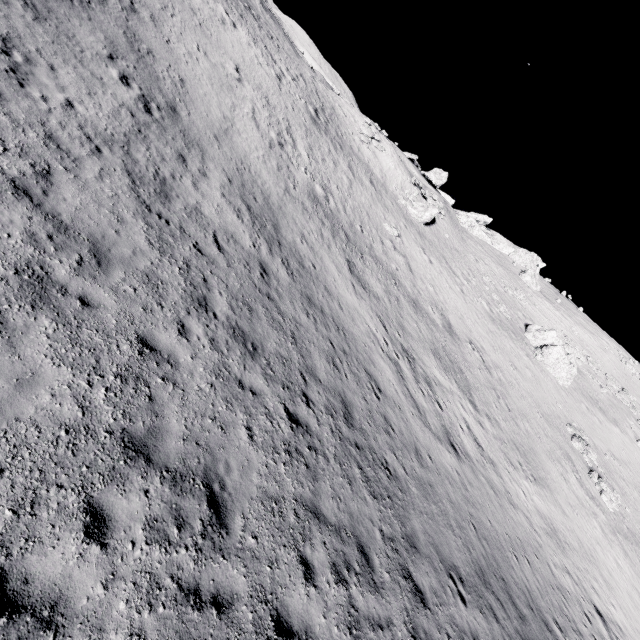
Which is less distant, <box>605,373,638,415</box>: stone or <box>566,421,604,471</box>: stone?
<box>566,421,604,471</box>: stone

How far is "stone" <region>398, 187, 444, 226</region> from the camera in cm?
3691

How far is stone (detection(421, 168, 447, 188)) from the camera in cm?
5316

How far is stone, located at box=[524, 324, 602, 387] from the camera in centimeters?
3266cm

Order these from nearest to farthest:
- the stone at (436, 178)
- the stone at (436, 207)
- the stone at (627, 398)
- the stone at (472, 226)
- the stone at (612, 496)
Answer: the stone at (612, 496)
the stone at (436, 207)
the stone at (627, 398)
the stone at (472, 226)
the stone at (436, 178)

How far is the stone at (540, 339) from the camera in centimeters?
3266cm

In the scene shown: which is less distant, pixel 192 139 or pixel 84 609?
pixel 84 609

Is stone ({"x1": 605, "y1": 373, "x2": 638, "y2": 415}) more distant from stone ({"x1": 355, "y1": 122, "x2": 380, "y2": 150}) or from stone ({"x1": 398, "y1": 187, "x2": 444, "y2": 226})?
stone ({"x1": 355, "y1": 122, "x2": 380, "y2": 150})
